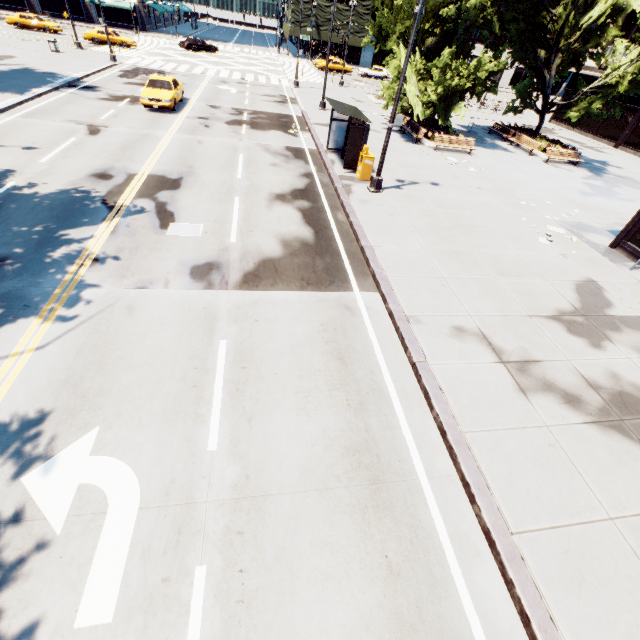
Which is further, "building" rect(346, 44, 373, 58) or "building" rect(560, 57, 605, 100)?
"building" rect(346, 44, 373, 58)

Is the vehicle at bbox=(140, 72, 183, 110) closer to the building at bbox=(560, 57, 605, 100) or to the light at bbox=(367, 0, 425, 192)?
the light at bbox=(367, 0, 425, 192)

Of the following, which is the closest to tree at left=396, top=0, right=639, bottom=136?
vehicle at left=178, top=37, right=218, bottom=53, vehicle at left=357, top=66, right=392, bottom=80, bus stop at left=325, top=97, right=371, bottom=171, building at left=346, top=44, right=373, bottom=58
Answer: bus stop at left=325, top=97, right=371, bottom=171

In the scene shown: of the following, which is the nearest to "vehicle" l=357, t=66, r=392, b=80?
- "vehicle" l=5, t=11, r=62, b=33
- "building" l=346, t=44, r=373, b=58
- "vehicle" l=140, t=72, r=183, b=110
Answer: "building" l=346, t=44, r=373, b=58

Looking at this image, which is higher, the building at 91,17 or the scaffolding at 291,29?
the scaffolding at 291,29

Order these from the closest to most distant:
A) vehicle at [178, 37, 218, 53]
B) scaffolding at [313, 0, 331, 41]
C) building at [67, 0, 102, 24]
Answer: vehicle at [178, 37, 218, 53]
building at [67, 0, 102, 24]
scaffolding at [313, 0, 331, 41]

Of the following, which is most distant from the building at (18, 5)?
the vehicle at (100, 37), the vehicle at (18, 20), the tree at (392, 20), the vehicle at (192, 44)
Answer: the vehicle at (100, 37)

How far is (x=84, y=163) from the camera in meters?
13.0
